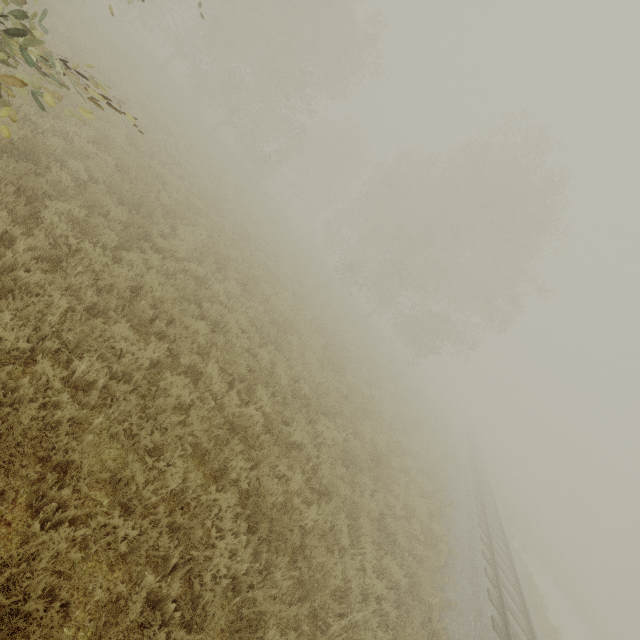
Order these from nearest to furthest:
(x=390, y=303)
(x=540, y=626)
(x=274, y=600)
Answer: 1. (x=274, y=600)
2. (x=540, y=626)
3. (x=390, y=303)

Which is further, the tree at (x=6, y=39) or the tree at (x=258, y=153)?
the tree at (x=258, y=153)

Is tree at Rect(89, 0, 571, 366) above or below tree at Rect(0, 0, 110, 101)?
above

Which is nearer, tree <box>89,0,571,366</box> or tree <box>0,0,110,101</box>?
tree <box>0,0,110,101</box>

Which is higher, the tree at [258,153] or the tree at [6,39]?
the tree at [258,153]
